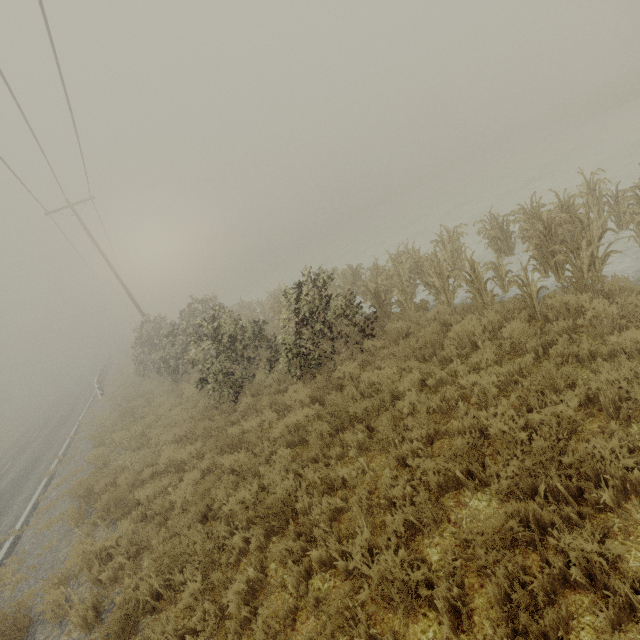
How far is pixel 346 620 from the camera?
3.4 meters
